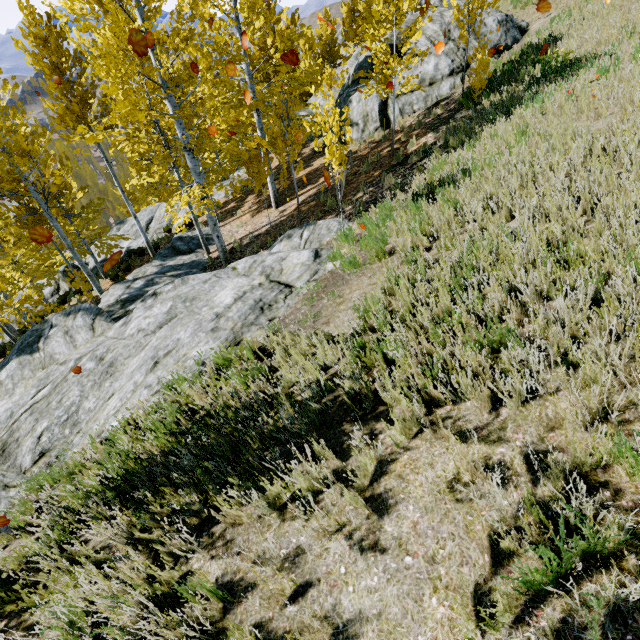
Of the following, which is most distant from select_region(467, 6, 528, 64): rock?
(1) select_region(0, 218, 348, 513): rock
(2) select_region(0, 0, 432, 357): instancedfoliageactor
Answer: (1) select_region(0, 218, 348, 513): rock

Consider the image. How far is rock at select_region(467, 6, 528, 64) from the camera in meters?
15.2

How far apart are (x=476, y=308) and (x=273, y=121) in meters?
23.1 m

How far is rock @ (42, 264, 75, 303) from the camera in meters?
21.6 m

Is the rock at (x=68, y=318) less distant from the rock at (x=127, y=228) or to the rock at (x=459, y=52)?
the rock at (x=127, y=228)

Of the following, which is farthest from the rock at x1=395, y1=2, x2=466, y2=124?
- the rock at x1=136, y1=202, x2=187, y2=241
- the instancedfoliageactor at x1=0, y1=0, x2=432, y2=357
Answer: the rock at x1=136, y1=202, x2=187, y2=241

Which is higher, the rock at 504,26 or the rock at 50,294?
the rock at 504,26

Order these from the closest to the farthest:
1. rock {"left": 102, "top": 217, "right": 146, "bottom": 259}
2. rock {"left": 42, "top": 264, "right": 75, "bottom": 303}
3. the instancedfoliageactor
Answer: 1. the instancedfoliageactor
2. rock {"left": 102, "top": 217, "right": 146, "bottom": 259}
3. rock {"left": 42, "top": 264, "right": 75, "bottom": 303}
